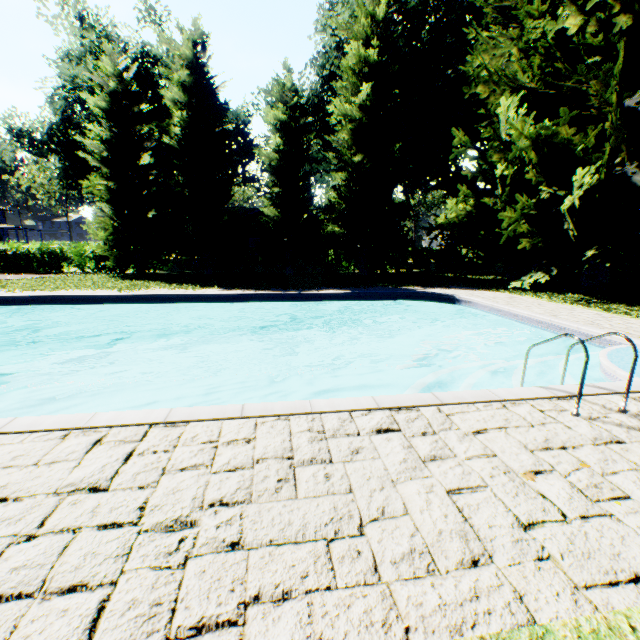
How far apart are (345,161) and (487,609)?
21.0 meters

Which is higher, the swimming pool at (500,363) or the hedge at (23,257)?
the hedge at (23,257)

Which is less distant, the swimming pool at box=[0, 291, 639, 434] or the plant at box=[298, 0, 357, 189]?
the swimming pool at box=[0, 291, 639, 434]

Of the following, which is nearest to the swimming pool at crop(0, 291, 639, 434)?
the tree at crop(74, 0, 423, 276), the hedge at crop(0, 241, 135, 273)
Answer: the tree at crop(74, 0, 423, 276)

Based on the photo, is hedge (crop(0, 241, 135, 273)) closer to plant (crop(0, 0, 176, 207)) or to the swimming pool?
plant (crop(0, 0, 176, 207))

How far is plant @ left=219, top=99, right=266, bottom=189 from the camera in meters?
38.2 m

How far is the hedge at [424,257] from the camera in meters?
24.9 m

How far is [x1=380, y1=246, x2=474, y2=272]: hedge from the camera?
24.9 meters
